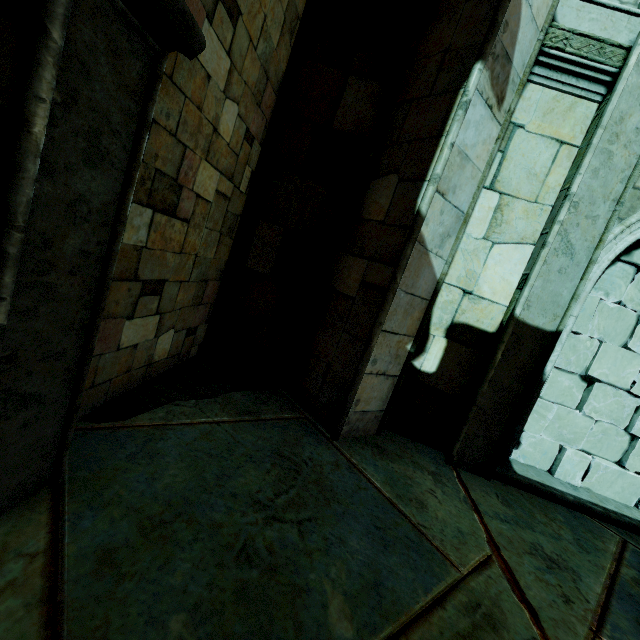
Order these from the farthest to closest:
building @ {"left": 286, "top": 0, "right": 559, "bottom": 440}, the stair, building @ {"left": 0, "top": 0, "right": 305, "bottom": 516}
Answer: the stair, building @ {"left": 286, "top": 0, "right": 559, "bottom": 440}, building @ {"left": 0, "top": 0, "right": 305, "bottom": 516}

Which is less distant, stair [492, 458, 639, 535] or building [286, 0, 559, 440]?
building [286, 0, 559, 440]

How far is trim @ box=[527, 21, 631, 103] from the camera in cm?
346

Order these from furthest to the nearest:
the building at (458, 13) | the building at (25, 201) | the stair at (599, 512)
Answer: the stair at (599, 512)
the building at (458, 13)
the building at (25, 201)

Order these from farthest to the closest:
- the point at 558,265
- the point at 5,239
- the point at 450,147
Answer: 1. the point at 558,265
2. the point at 450,147
3. the point at 5,239

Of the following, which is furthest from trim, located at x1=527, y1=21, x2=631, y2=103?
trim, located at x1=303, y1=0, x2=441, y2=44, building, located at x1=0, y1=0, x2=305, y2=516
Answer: trim, located at x1=303, y1=0, x2=441, y2=44

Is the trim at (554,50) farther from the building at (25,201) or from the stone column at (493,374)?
the building at (25,201)

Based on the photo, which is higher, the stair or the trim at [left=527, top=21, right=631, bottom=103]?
the trim at [left=527, top=21, right=631, bottom=103]
